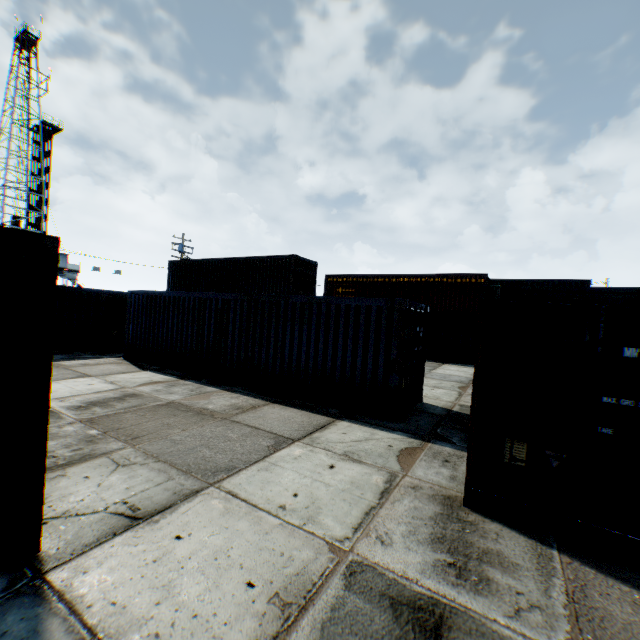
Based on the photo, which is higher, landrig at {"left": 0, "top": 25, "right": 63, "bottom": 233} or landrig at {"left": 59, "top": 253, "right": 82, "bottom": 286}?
landrig at {"left": 0, "top": 25, "right": 63, "bottom": 233}

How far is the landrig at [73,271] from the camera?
40.69m

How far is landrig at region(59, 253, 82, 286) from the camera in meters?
40.7 m

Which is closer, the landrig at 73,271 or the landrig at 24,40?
the landrig at 24,40

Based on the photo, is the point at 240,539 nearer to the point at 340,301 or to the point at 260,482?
the point at 260,482

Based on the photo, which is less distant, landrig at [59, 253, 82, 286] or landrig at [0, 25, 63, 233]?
landrig at [0, 25, 63, 233]
